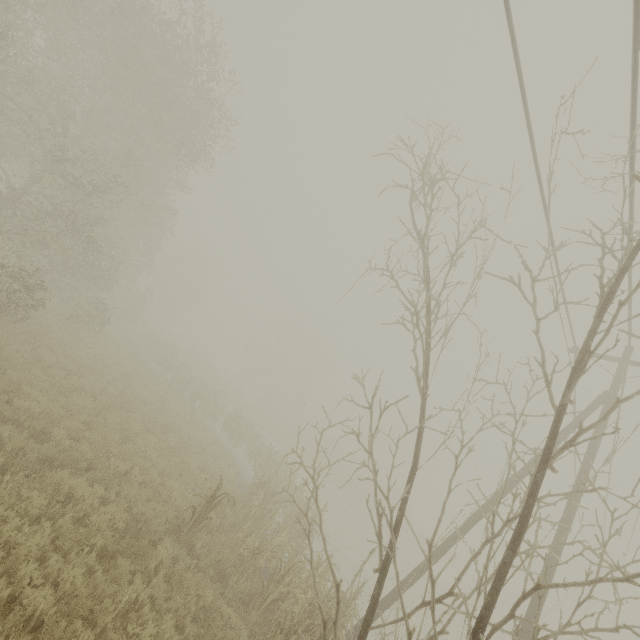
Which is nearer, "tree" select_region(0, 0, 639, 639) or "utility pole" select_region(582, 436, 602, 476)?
"tree" select_region(0, 0, 639, 639)

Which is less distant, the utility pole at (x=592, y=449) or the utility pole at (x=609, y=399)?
the utility pole at (x=592, y=449)

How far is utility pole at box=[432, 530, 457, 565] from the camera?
9.5m

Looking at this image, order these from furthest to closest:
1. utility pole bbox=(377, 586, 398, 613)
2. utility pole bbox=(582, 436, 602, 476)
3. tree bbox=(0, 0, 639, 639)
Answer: utility pole bbox=(377, 586, 398, 613)
utility pole bbox=(582, 436, 602, 476)
tree bbox=(0, 0, 639, 639)

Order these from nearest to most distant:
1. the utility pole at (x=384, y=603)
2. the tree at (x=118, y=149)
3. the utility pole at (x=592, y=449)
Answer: the tree at (x=118, y=149), the utility pole at (x=592, y=449), the utility pole at (x=384, y=603)

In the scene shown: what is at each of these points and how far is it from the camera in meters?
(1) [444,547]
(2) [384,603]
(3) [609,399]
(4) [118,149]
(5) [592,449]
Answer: (1) utility pole, 9.5
(2) utility pole, 9.5
(3) utility pole, 9.5
(4) tree, 20.9
(5) utility pole, 9.0
